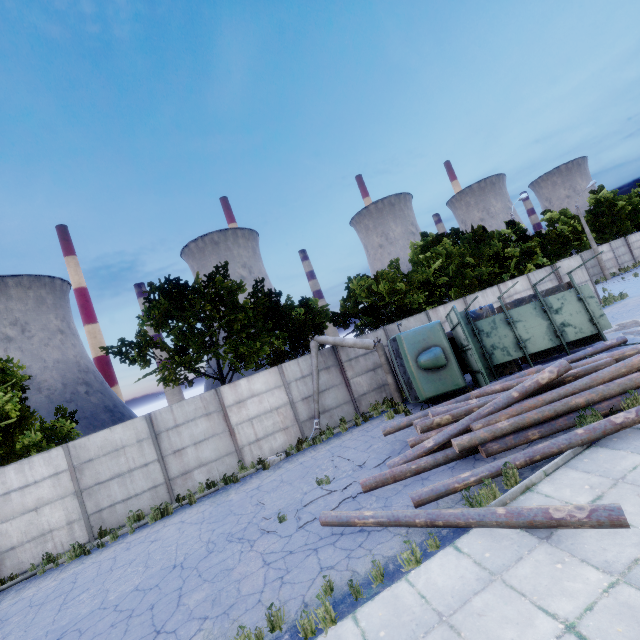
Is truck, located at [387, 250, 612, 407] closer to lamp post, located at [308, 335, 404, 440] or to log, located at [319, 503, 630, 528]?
lamp post, located at [308, 335, 404, 440]

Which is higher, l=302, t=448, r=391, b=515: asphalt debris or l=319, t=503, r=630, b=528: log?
l=319, t=503, r=630, b=528: log

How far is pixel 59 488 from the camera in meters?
11.9

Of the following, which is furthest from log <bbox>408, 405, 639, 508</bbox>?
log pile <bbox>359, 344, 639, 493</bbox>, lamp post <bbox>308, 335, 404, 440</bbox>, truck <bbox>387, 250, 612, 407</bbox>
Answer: lamp post <bbox>308, 335, 404, 440</bbox>

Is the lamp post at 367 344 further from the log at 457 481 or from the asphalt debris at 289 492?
the log at 457 481

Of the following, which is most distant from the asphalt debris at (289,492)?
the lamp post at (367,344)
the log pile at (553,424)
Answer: the lamp post at (367,344)

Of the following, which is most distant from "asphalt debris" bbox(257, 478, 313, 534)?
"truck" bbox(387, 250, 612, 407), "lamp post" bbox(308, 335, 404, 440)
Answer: "truck" bbox(387, 250, 612, 407)

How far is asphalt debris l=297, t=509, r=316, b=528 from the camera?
7.8 meters
